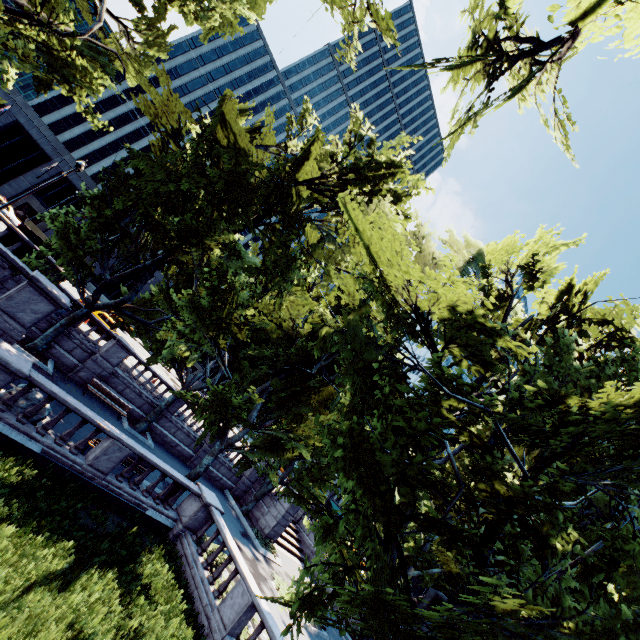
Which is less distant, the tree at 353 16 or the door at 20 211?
the tree at 353 16

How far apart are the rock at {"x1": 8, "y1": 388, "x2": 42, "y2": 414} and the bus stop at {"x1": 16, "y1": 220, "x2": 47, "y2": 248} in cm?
1214

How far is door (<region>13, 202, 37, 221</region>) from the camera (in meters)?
38.92

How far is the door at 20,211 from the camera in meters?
38.9

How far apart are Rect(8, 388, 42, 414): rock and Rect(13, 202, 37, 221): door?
40.1 meters

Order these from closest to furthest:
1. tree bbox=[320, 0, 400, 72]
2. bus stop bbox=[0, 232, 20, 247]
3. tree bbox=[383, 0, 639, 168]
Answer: tree bbox=[383, 0, 639, 168] < tree bbox=[320, 0, 400, 72] < bus stop bbox=[0, 232, 20, 247]

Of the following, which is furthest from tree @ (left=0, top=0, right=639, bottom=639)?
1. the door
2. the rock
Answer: the door

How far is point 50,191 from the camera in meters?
40.4
